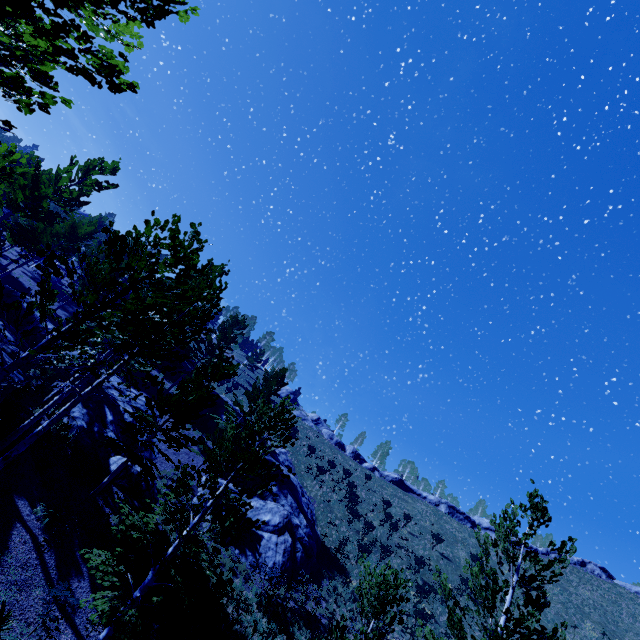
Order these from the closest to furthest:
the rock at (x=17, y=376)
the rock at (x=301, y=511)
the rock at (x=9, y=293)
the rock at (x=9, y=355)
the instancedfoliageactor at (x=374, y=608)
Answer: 1. the instancedfoliageactor at (x=374, y=608)
2. the rock at (x=17, y=376)
3. the rock at (x=9, y=355)
4. the rock at (x=301, y=511)
5. the rock at (x=9, y=293)

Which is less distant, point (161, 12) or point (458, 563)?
point (161, 12)

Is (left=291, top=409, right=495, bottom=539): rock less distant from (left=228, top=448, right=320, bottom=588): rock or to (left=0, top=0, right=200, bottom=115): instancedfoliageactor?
(left=228, top=448, right=320, bottom=588): rock

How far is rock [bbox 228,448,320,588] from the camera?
19.4 meters

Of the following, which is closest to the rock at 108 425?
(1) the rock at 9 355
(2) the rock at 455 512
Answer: (1) the rock at 9 355

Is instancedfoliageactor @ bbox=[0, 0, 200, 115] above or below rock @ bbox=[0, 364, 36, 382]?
above

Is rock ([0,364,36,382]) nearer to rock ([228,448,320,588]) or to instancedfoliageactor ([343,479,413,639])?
instancedfoliageactor ([343,479,413,639])
